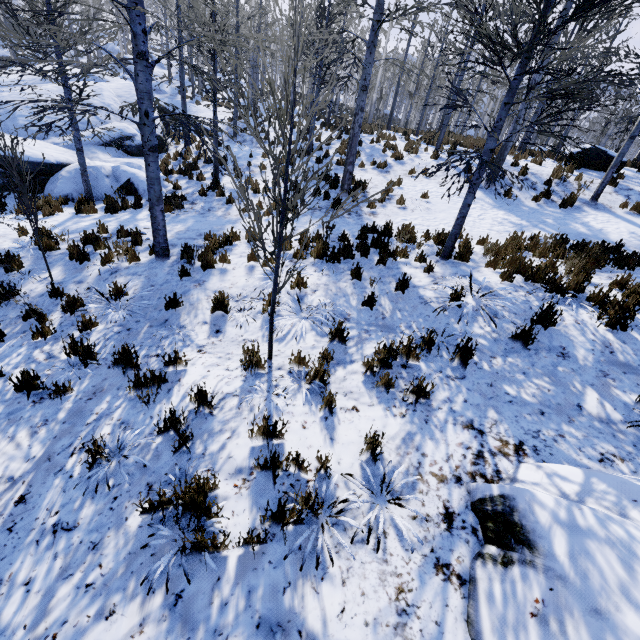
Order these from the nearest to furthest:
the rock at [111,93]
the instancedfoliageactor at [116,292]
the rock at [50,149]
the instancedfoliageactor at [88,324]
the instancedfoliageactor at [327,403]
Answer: the instancedfoliageactor at [327,403]
the instancedfoliageactor at [88,324]
the instancedfoliageactor at [116,292]
the rock at [50,149]
the rock at [111,93]

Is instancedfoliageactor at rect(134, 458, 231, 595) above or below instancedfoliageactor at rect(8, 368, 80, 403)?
above

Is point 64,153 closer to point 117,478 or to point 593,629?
point 117,478

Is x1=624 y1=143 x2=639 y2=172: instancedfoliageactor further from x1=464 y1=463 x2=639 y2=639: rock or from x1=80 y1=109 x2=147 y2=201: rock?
x1=80 y1=109 x2=147 y2=201: rock

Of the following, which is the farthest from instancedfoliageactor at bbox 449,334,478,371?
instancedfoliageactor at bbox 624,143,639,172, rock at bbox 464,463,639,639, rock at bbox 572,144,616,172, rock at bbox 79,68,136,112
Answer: instancedfoliageactor at bbox 624,143,639,172

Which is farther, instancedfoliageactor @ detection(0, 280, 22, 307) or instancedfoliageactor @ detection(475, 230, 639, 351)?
instancedfoliageactor @ detection(475, 230, 639, 351)

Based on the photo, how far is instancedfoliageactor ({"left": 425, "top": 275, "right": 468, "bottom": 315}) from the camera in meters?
5.2 m

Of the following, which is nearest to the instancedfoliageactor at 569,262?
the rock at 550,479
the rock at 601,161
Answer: the rock at 550,479
